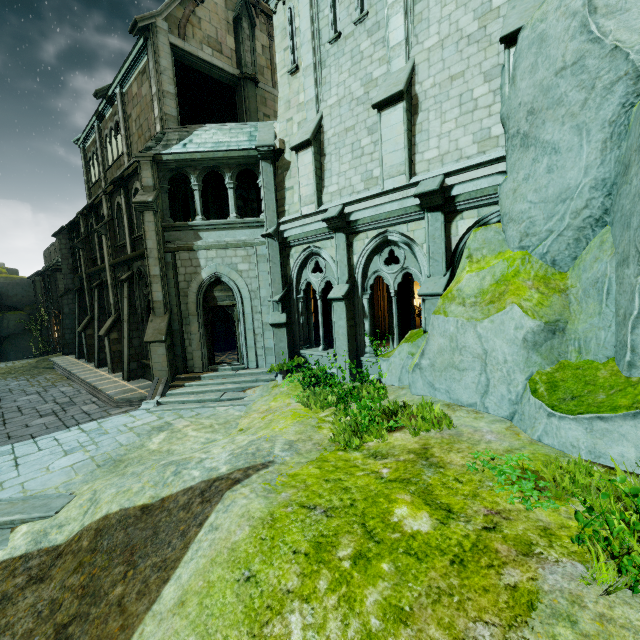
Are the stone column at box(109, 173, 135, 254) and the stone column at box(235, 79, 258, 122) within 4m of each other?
no

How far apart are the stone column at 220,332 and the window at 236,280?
3.43m

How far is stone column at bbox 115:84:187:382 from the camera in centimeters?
1220cm

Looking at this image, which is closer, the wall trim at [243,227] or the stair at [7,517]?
the stair at [7,517]

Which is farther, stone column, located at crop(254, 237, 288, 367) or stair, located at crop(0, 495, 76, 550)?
stone column, located at crop(254, 237, 288, 367)

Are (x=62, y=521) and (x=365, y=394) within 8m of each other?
yes

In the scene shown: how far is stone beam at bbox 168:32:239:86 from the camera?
13.71m

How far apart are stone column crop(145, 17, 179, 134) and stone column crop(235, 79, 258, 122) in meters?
3.2 m
